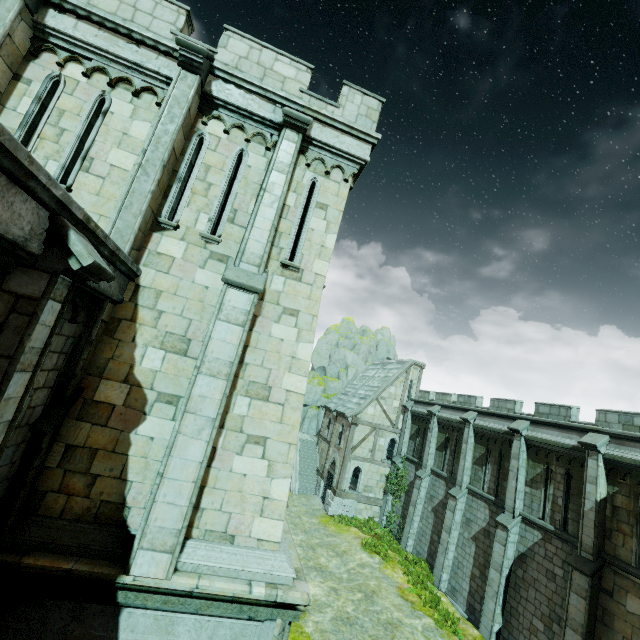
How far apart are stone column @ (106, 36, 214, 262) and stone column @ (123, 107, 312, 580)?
1.8m

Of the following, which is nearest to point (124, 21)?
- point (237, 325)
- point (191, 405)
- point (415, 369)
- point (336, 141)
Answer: point (336, 141)

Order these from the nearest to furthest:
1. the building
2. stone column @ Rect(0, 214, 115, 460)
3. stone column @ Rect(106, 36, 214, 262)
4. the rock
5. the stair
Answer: stone column @ Rect(0, 214, 115, 460), stone column @ Rect(106, 36, 214, 262), the building, the stair, the rock

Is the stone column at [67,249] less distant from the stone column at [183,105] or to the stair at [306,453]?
the stone column at [183,105]

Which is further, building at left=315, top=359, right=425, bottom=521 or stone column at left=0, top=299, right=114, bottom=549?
building at left=315, top=359, right=425, bottom=521

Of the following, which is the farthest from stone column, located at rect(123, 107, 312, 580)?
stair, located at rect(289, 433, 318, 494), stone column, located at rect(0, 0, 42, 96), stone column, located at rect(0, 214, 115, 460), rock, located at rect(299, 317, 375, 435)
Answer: rock, located at rect(299, 317, 375, 435)

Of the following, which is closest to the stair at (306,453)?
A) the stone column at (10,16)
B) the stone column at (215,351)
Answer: the stone column at (215,351)

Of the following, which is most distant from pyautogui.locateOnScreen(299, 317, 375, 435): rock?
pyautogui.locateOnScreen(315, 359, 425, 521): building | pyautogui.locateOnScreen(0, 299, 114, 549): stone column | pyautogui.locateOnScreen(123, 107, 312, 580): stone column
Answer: pyautogui.locateOnScreen(0, 299, 114, 549): stone column
